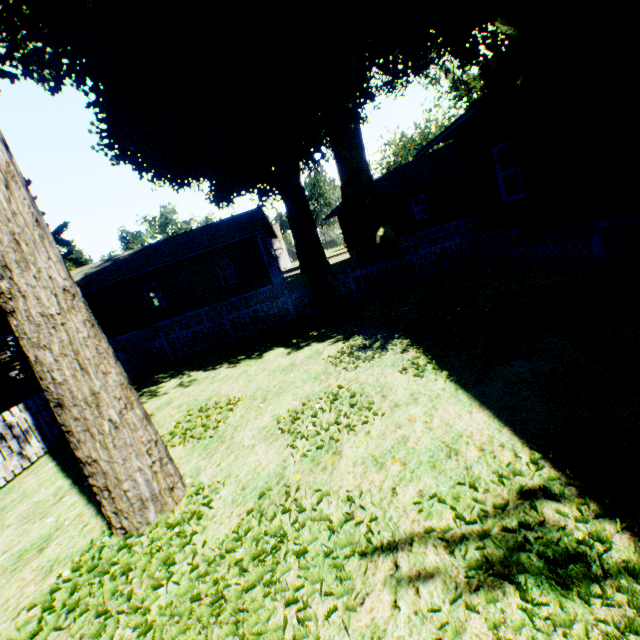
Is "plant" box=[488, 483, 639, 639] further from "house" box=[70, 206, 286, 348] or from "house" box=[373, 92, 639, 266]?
"house" box=[70, 206, 286, 348]

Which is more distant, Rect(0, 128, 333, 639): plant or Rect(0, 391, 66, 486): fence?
Rect(0, 391, 66, 486): fence

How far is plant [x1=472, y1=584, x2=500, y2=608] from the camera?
2.05m

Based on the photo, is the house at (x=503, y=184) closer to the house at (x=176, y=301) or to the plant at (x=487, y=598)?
the plant at (x=487, y=598)

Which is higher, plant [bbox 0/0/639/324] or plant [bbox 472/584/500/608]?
plant [bbox 0/0/639/324]

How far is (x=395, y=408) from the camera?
4.6 meters

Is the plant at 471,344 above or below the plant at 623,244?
below
